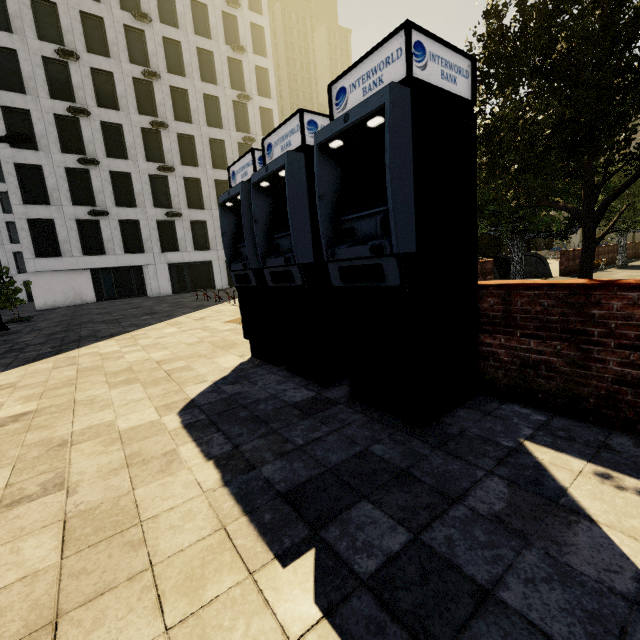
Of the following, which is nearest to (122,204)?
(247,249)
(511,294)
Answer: (247,249)

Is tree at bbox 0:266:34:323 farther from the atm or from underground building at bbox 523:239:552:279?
the atm

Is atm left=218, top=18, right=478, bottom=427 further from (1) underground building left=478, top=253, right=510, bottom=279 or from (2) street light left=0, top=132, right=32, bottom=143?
(2) street light left=0, top=132, right=32, bottom=143

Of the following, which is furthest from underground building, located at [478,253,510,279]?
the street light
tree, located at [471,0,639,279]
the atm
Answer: the street light

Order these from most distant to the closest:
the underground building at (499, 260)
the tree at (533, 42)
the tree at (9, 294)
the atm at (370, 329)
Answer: the tree at (9, 294)
the underground building at (499, 260)
the tree at (533, 42)
the atm at (370, 329)

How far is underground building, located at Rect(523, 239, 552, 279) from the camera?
15.7m

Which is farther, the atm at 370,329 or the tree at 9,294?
the tree at 9,294

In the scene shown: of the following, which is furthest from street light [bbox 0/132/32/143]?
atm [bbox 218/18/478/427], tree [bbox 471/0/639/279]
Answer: atm [bbox 218/18/478/427]
